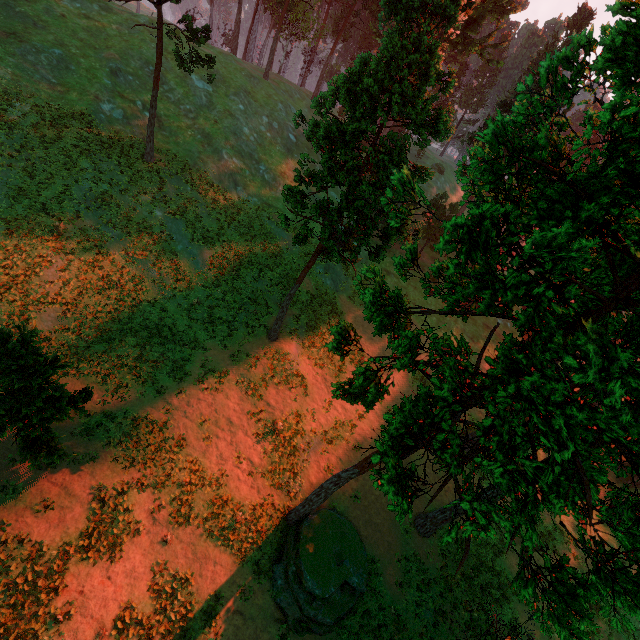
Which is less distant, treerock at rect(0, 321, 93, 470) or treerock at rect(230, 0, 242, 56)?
treerock at rect(0, 321, 93, 470)

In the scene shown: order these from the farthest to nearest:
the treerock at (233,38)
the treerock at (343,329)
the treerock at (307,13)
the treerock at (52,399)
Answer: the treerock at (233,38)
the treerock at (307,13)
the treerock at (52,399)
the treerock at (343,329)

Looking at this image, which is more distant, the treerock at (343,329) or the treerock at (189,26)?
the treerock at (189,26)

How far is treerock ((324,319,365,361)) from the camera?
9.9m

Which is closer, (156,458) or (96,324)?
(156,458)

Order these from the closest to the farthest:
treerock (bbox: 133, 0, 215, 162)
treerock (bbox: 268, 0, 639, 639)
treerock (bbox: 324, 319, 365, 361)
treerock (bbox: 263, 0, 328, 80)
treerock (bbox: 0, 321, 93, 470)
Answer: treerock (bbox: 268, 0, 639, 639) → treerock (bbox: 324, 319, 365, 361) → treerock (bbox: 0, 321, 93, 470) → treerock (bbox: 133, 0, 215, 162) → treerock (bbox: 263, 0, 328, 80)

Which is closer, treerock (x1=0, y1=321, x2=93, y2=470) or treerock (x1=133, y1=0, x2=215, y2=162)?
treerock (x1=0, y1=321, x2=93, y2=470)
